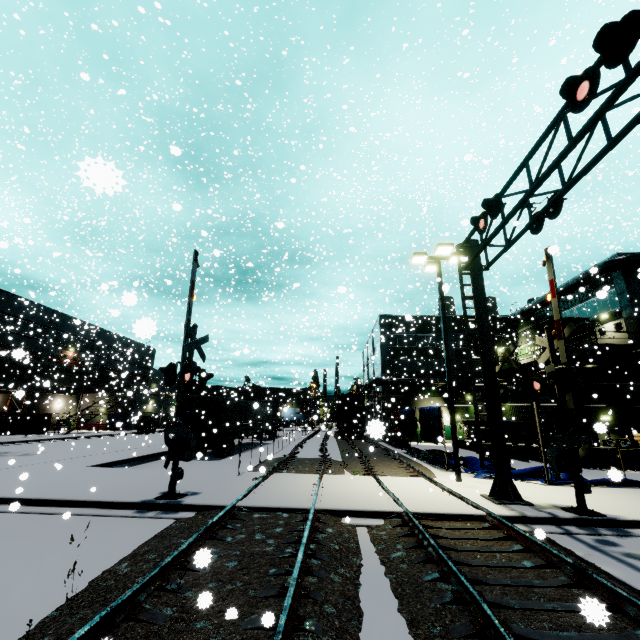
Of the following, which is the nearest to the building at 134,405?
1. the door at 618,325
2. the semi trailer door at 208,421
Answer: the door at 618,325

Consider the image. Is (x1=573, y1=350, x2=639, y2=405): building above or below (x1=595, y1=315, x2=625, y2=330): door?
below

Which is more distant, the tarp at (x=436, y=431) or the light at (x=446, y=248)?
the tarp at (x=436, y=431)

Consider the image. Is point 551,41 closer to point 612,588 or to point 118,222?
point 612,588

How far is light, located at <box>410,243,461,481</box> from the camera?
12.80m

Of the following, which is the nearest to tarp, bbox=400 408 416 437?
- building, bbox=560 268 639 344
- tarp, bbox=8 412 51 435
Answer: building, bbox=560 268 639 344

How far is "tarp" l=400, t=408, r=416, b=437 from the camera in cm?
2220

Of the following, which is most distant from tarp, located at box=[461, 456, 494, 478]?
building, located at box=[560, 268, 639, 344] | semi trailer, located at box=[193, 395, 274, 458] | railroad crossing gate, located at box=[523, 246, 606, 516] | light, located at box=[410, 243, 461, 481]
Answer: railroad crossing gate, located at box=[523, 246, 606, 516]
